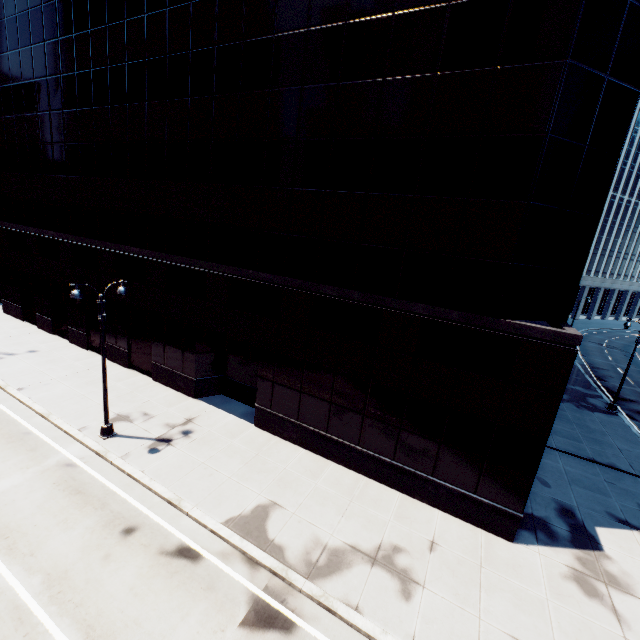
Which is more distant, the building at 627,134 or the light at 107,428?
the light at 107,428

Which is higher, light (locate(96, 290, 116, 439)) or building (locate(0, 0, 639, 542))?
building (locate(0, 0, 639, 542))

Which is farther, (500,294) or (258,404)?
(258,404)

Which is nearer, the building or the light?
the building

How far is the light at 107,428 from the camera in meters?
14.0 m

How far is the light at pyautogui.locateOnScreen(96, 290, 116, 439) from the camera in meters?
14.0 m
